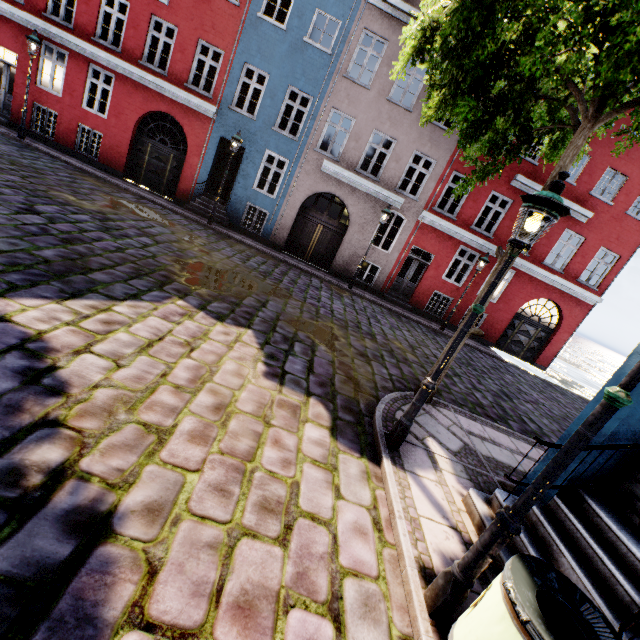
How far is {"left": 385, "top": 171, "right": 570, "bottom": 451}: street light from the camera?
3.38m

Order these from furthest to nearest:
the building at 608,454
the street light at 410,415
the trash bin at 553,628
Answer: the street light at 410,415, the building at 608,454, the trash bin at 553,628

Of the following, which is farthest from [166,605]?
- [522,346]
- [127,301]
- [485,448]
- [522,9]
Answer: [522,346]

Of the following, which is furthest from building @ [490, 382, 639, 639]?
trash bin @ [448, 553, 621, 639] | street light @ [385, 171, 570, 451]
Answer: street light @ [385, 171, 570, 451]

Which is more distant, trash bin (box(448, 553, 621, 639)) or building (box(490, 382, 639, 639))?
building (box(490, 382, 639, 639))

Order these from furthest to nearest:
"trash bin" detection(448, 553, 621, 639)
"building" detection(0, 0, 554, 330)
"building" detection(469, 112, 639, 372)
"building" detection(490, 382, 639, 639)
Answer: "building" detection(469, 112, 639, 372) → "building" detection(0, 0, 554, 330) → "building" detection(490, 382, 639, 639) → "trash bin" detection(448, 553, 621, 639)

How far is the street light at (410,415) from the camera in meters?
3.4
